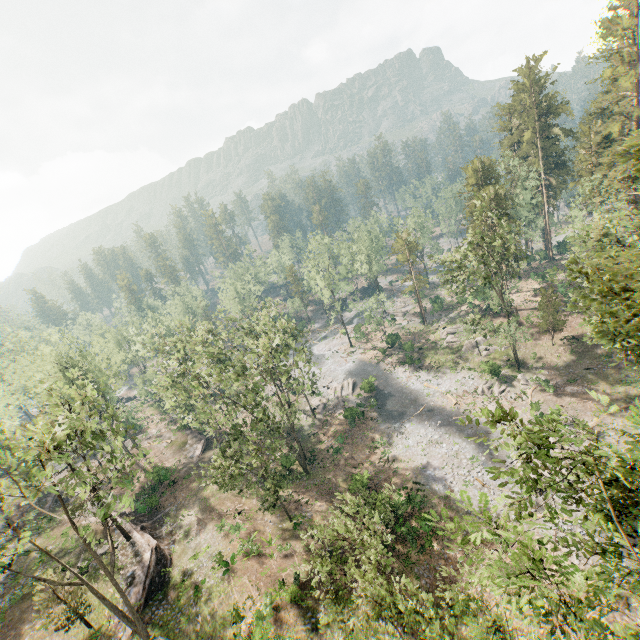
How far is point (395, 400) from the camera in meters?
44.7

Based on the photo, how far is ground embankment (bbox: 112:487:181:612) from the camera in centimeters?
2528cm

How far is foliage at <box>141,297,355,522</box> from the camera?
27.1m

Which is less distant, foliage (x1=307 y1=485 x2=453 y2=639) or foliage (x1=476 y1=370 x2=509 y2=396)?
foliage (x1=307 y1=485 x2=453 y2=639)

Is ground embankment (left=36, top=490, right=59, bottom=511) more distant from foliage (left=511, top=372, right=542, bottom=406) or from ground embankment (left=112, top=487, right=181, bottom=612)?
ground embankment (left=112, top=487, right=181, bottom=612)

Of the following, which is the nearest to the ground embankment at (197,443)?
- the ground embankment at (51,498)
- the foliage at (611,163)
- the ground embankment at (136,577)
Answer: the foliage at (611,163)

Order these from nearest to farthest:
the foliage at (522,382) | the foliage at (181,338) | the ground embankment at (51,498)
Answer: the foliage at (181,338) < the foliage at (522,382) < the ground embankment at (51,498)
